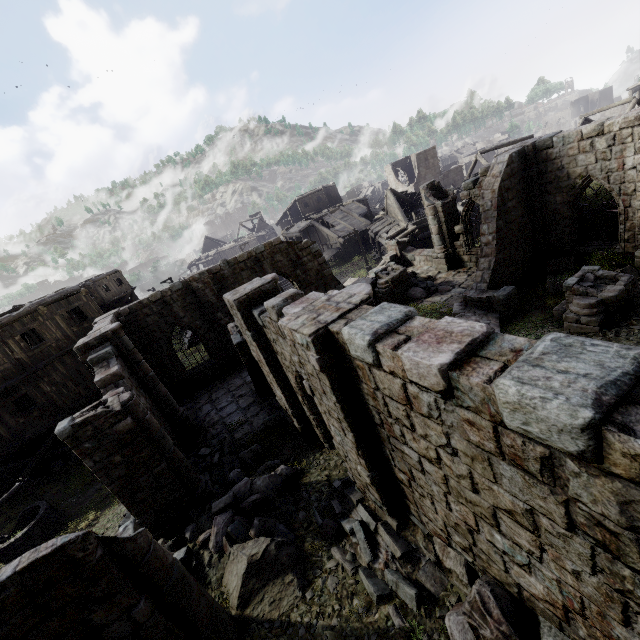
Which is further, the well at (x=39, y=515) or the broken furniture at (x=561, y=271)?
the broken furniture at (x=561, y=271)

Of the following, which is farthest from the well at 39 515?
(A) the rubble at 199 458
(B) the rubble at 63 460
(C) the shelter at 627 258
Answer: (C) the shelter at 627 258

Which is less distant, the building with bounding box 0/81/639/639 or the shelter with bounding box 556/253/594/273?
the building with bounding box 0/81/639/639

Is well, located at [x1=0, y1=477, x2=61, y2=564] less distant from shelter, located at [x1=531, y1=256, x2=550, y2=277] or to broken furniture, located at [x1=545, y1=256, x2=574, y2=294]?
broken furniture, located at [x1=545, y1=256, x2=574, y2=294]

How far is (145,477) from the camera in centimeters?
850cm

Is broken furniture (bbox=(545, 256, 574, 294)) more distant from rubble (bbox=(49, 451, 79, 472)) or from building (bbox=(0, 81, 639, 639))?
rubble (bbox=(49, 451, 79, 472))

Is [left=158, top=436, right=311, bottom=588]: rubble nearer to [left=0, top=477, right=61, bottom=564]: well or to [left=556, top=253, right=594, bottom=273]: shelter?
[left=0, top=477, right=61, bottom=564]: well

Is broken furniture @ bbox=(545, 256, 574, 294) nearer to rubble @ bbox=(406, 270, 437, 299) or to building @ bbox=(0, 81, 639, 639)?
building @ bbox=(0, 81, 639, 639)
